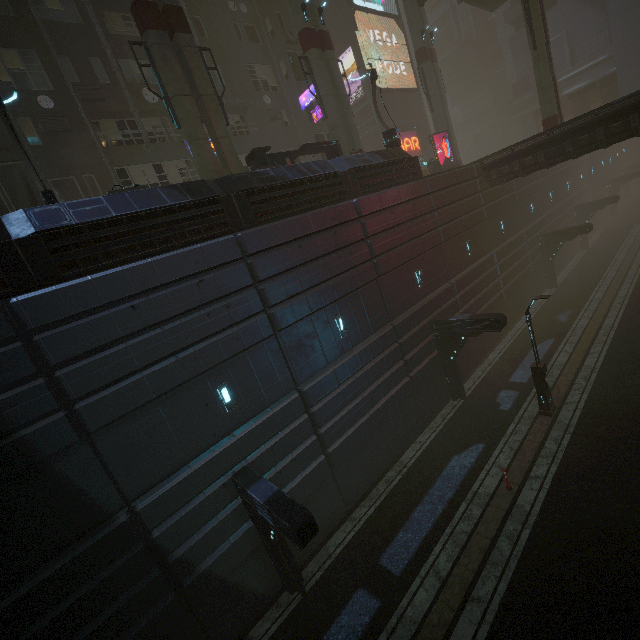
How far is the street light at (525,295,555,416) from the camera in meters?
13.5 m

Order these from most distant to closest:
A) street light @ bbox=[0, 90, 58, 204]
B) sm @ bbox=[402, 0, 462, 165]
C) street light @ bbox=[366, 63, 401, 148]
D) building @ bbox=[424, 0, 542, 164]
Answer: building @ bbox=[424, 0, 542, 164]
sm @ bbox=[402, 0, 462, 165]
street light @ bbox=[366, 63, 401, 148]
street light @ bbox=[0, 90, 58, 204]

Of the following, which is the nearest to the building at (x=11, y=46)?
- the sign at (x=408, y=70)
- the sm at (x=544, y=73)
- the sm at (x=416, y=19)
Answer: the sign at (x=408, y=70)

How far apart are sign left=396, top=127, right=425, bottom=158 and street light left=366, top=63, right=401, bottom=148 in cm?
1452

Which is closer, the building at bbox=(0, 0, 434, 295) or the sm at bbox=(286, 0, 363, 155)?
the building at bbox=(0, 0, 434, 295)

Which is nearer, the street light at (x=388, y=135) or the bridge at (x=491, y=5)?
the street light at (x=388, y=135)

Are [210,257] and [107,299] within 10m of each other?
yes

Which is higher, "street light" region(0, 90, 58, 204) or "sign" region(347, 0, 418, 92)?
"sign" region(347, 0, 418, 92)
